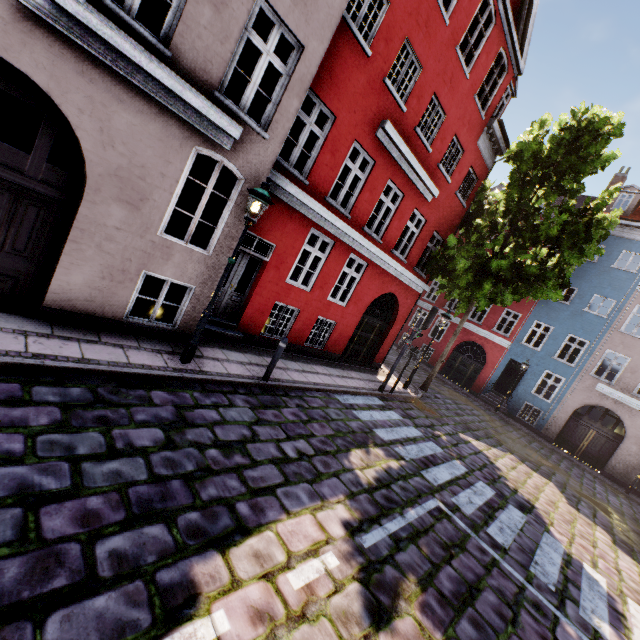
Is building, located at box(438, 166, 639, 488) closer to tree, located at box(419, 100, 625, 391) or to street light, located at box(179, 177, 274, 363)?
street light, located at box(179, 177, 274, 363)

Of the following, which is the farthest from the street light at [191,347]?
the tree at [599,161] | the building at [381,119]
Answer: the tree at [599,161]

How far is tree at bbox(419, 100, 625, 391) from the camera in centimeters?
1188cm

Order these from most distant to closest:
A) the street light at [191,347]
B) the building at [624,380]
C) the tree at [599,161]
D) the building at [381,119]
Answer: the building at [624,380] < the tree at [599,161] < the street light at [191,347] < the building at [381,119]

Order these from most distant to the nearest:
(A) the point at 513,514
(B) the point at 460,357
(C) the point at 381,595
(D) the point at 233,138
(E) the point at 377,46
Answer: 1. (B) the point at 460,357
2. (E) the point at 377,46
3. (A) the point at 513,514
4. (D) the point at 233,138
5. (C) the point at 381,595

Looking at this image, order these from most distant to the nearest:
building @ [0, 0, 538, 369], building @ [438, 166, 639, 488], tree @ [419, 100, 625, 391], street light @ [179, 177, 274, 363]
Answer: building @ [438, 166, 639, 488]
tree @ [419, 100, 625, 391]
street light @ [179, 177, 274, 363]
building @ [0, 0, 538, 369]

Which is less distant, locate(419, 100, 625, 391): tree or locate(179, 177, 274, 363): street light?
locate(179, 177, 274, 363): street light

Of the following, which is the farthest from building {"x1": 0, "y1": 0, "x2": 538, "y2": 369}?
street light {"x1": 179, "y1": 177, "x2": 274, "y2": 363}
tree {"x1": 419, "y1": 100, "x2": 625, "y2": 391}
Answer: tree {"x1": 419, "y1": 100, "x2": 625, "y2": 391}
